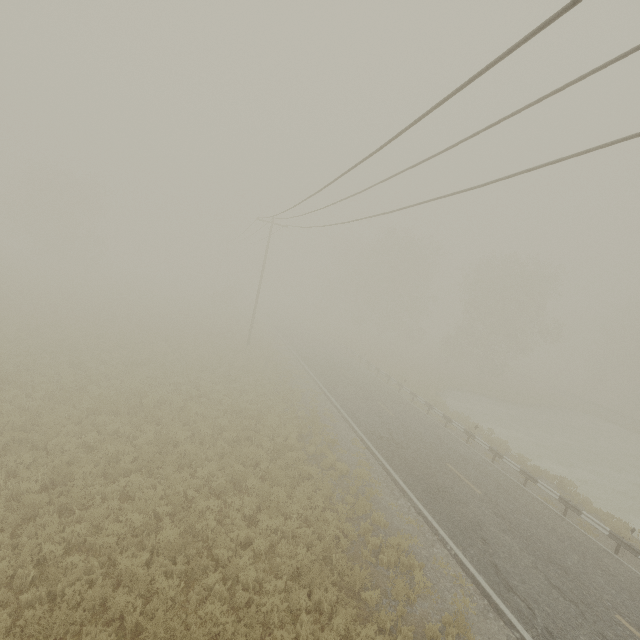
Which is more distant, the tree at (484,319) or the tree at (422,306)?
the tree at (422,306)

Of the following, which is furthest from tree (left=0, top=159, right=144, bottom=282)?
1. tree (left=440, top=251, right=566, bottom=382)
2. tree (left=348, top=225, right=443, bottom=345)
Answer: tree (left=440, top=251, right=566, bottom=382)

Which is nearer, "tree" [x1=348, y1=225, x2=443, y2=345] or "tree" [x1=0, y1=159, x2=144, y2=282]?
"tree" [x1=0, y1=159, x2=144, y2=282]

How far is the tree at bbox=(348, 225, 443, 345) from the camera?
46.9 meters

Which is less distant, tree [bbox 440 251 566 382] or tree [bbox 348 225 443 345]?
tree [bbox 440 251 566 382]

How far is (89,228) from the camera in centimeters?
4488cm

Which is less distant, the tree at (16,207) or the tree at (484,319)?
the tree at (484,319)

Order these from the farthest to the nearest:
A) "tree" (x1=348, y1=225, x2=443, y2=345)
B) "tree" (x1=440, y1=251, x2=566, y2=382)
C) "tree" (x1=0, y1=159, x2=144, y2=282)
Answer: "tree" (x1=348, y1=225, x2=443, y2=345) < "tree" (x1=0, y1=159, x2=144, y2=282) < "tree" (x1=440, y1=251, x2=566, y2=382)
